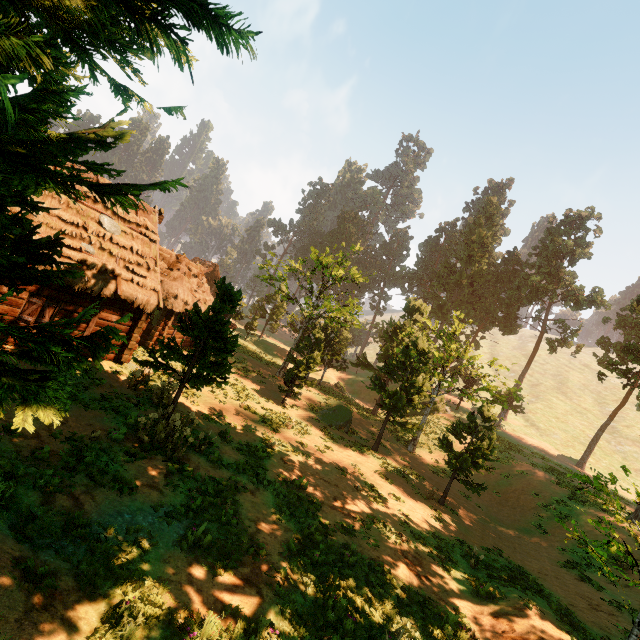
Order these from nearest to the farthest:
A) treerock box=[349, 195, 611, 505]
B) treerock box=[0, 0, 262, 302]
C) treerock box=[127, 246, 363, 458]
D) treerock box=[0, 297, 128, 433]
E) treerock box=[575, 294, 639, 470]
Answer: treerock box=[0, 0, 262, 302]
treerock box=[0, 297, 128, 433]
treerock box=[127, 246, 363, 458]
treerock box=[349, 195, 611, 505]
treerock box=[575, 294, 639, 470]

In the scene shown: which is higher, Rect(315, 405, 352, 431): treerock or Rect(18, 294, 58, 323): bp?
Rect(18, 294, 58, 323): bp

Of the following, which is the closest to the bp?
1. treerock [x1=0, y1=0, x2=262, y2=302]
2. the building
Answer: the building

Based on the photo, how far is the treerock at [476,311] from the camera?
19.2 meters

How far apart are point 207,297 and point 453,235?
49.7m

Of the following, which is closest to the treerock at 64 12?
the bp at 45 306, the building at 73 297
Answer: the building at 73 297
